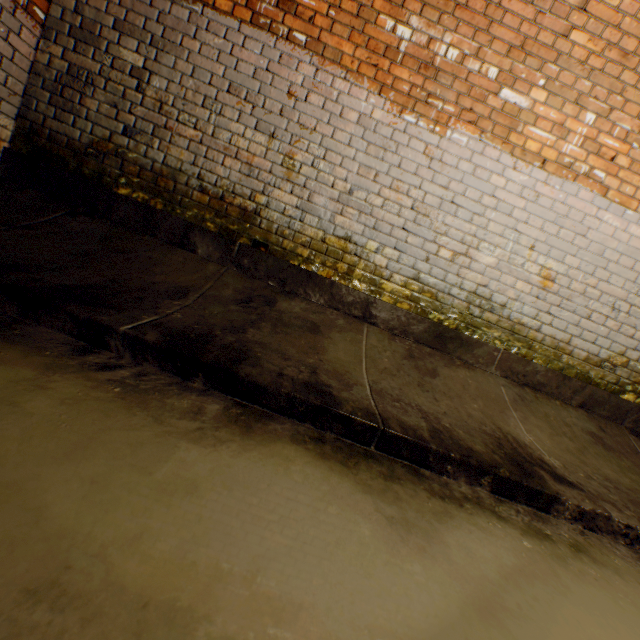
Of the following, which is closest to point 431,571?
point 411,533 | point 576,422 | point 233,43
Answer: point 411,533
